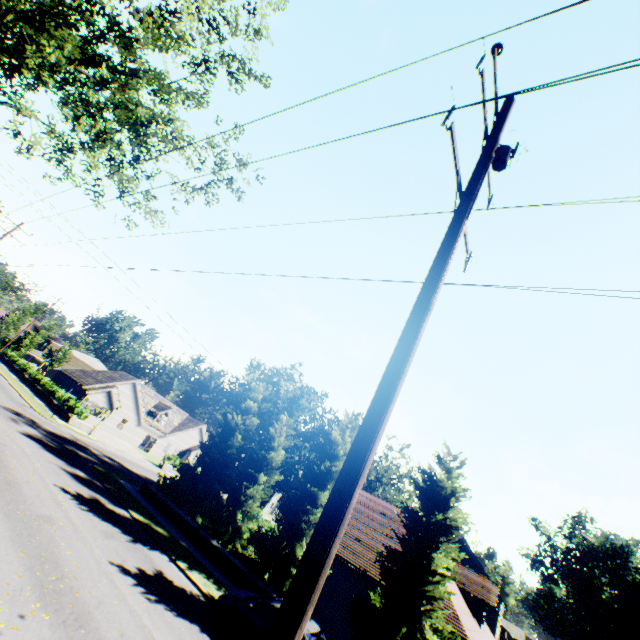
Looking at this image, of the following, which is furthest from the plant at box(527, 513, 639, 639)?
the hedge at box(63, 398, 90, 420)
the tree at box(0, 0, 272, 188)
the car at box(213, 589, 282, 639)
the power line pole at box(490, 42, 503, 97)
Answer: the hedge at box(63, 398, 90, 420)

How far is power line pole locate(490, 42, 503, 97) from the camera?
5.20m

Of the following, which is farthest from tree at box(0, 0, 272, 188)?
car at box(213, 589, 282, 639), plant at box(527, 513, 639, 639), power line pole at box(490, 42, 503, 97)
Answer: power line pole at box(490, 42, 503, 97)

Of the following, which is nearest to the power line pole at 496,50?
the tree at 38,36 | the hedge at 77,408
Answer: the tree at 38,36

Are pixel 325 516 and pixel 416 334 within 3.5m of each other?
yes

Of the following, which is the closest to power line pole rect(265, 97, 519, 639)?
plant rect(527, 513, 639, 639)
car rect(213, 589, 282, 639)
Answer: car rect(213, 589, 282, 639)

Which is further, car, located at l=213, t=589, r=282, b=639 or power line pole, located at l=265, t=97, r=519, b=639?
car, located at l=213, t=589, r=282, b=639

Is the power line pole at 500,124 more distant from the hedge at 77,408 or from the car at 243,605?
the hedge at 77,408
